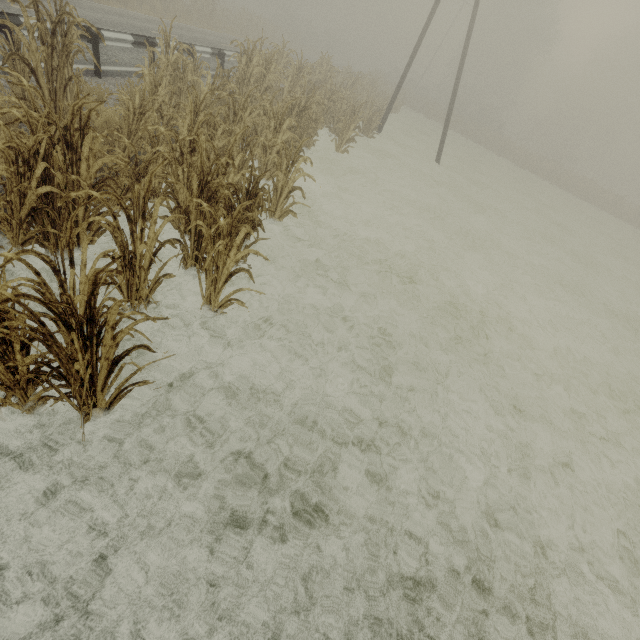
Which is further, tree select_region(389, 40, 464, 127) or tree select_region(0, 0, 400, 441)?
tree select_region(389, 40, 464, 127)

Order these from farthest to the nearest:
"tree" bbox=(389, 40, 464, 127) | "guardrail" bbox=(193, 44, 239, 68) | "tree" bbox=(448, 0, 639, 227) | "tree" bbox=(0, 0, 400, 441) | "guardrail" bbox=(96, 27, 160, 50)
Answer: "tree" bbox=(389, 40, 464, 127) < "tree" bbox=(448, 0, 639, 227) < "guardrail" bbox=(193, 44, 239, 68) < "guardrail" bbox=(96, 27, 160, 50) < "tree" bbox=(0, 0, 400, 441)

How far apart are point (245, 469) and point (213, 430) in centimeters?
52cm

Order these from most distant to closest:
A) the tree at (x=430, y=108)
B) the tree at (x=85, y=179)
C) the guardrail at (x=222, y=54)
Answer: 1. the tree at (x=430, y=108)
2. the guardrail at (x=222, y=54)
3. the tree at (x=85, y=179)

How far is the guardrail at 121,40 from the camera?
7.9m

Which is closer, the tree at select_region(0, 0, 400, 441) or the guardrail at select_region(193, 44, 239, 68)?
the tree at select_region(0, 0, 400, 441)
